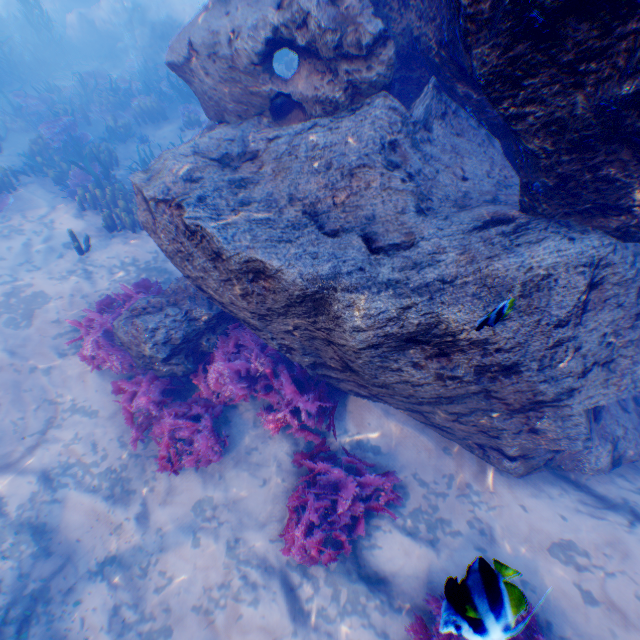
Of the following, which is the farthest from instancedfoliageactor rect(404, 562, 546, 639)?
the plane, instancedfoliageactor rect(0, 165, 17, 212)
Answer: the plane

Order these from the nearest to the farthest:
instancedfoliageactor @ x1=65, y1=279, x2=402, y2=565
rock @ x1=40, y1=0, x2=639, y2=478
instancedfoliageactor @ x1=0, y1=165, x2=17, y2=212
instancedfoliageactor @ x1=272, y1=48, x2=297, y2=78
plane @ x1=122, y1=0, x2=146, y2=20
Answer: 1. rock @ x1=40, y1=0, x2=639, y2=478
2. instancedfoliageactor @ x1=65, y1=279, x2=402, y2=565
3. instancedfoliageactor @ x1=0, y1=165, x2=17, y2=212
4. instancedfoliageactor @ x1=272, y1=48, x2=297, y2=78
5. plane @ x1=122, y1=0, x2=146, y2=20

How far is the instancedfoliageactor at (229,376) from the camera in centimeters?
485cm

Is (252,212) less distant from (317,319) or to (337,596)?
(317,319)

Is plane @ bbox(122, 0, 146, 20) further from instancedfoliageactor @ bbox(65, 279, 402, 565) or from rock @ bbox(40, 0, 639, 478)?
instancedfoliageactor @ bbox(65, 279, 402, 565)

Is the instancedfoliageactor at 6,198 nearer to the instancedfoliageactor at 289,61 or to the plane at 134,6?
the instancedfoliageactor at 289,61

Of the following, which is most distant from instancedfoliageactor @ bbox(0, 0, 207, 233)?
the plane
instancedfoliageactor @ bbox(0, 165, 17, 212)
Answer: instancedfoliageactor @ bbox(0, 165, 17, 212)
